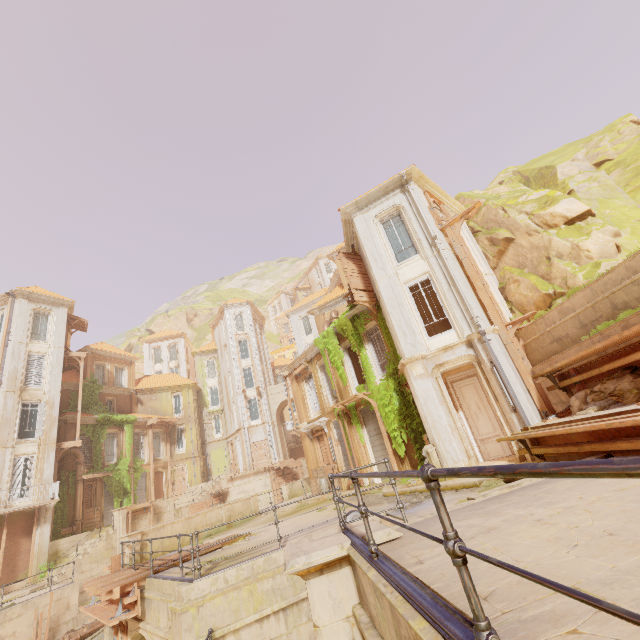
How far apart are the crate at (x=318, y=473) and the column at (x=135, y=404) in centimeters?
2417cm

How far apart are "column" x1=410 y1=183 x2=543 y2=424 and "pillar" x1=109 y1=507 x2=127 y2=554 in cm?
2608

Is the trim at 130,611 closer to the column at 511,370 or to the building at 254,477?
the building at 254,477

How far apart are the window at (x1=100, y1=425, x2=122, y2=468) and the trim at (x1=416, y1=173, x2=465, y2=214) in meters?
33.0

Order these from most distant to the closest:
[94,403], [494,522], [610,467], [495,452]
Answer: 1. [94,403]
2. [495,452]
3. [494,522]
4. [610,467]

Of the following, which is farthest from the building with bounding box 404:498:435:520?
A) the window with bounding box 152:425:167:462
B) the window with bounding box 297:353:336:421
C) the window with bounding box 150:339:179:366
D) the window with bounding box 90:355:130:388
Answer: the window with bounding box 150:339:179:366

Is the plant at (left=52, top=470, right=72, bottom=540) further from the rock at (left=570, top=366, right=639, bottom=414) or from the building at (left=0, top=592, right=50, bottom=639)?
the rock at (left=570, top=366, right=639, bottom=414)

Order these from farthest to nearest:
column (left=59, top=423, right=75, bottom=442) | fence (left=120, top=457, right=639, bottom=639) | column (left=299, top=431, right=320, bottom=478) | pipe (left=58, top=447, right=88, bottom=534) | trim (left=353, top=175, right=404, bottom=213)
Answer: column (left=59, top=423, right=75, bottom=442) → pipe (left=58, top=447, right=88, bottom=534) → column (left=299, top=431, right=320, bottom=478) → trim (left=353, top=175, right=404, bottom=213) → fence (left=120, top=457, right=639, bottom=639)
